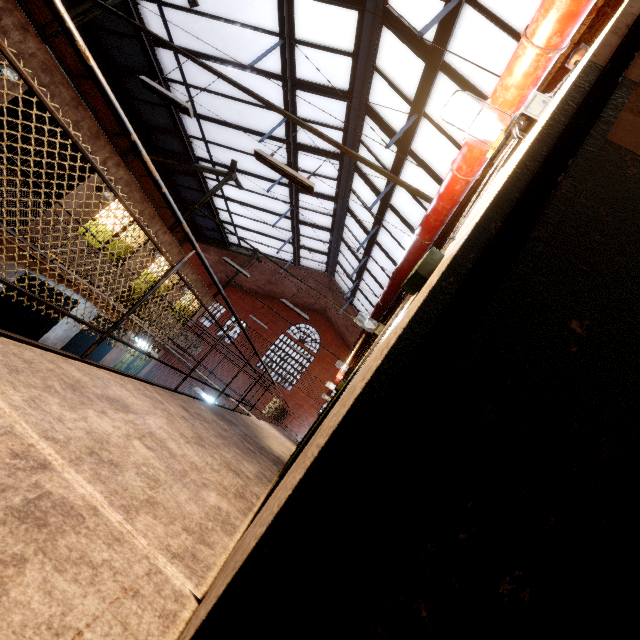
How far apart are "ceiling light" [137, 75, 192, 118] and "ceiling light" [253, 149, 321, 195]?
1.42m

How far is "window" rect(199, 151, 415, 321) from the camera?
10.2m

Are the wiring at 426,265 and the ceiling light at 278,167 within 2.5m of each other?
no

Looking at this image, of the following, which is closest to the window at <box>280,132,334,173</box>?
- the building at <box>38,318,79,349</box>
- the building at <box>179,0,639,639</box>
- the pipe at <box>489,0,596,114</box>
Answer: the building at <box>179,0,639,639</box>

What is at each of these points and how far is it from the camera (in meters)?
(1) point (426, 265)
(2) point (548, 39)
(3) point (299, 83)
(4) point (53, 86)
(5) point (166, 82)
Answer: (1) wiring, 1.12
(2) pipe, 1.47
(3) window, 8.63
(4) building, 6.37
(5) window, 9.80

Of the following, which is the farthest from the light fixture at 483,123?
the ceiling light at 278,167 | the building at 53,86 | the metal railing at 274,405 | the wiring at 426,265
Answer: the metal railing at 274,405

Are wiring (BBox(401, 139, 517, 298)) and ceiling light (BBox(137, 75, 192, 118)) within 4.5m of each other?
no

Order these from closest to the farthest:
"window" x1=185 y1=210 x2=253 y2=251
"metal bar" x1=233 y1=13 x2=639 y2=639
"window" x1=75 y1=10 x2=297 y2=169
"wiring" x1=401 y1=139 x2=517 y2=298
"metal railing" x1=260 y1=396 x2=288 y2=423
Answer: "metal bar" x1=233 y1=13 x2=639 y2=639
"wiring" x1=401 y1=139 x2=517 y2=298
"window" x1=75 y1=10 x2=297 y2=169
"metal railing" x1=260 y1=396 x2=288 y2=423
"window" x1=185 y1=210 x2=253 y2=251
